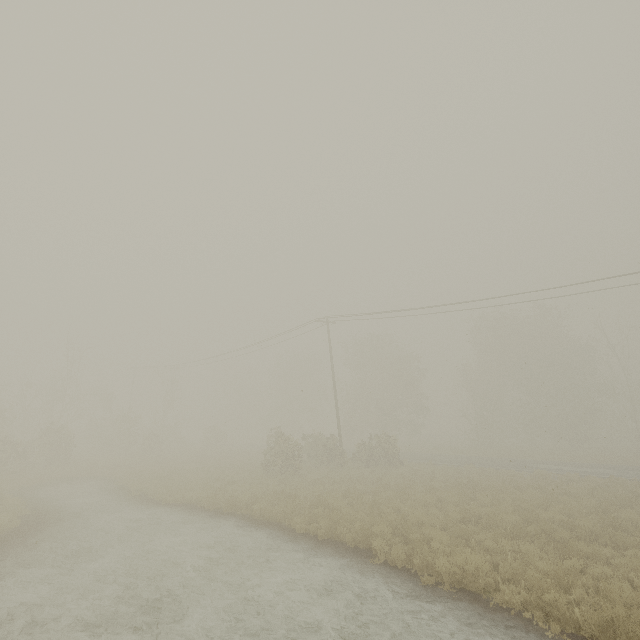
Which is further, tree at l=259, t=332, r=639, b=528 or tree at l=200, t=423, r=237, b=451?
tree at l=200, t=423, r=237, b=451

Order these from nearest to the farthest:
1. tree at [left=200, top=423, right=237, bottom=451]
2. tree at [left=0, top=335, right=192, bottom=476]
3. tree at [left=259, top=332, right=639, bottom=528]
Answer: tree at [left=259, top=332, right=639, bottom=528], tree at [left=0, top=335, right=192, bottom=476], tree at [left=200, top=423, right=237, bottom=451]

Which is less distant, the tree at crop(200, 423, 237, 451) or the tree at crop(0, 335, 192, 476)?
the tree at crop(0, 335, 192, 476)

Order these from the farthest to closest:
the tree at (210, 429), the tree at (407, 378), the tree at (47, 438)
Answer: the tree at (210, 429)
the tree at (47, 438)
the tree at (407, 378)

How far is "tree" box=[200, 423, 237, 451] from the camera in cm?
4068

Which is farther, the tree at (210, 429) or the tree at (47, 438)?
the tree at (210, 429)

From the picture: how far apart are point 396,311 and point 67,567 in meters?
19.6
